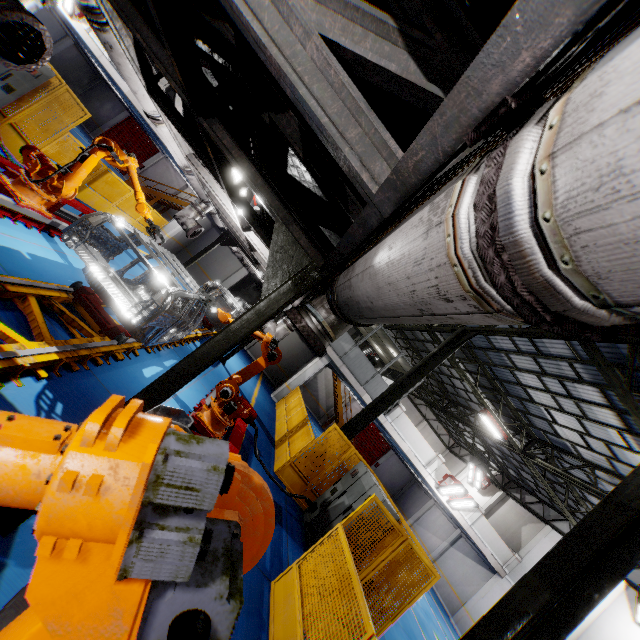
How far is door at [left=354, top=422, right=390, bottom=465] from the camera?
30.09m

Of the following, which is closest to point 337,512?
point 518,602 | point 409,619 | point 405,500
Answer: point 518,602

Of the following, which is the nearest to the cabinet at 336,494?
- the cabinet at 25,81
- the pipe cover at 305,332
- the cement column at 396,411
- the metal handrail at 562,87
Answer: the metal handrail at 562,87

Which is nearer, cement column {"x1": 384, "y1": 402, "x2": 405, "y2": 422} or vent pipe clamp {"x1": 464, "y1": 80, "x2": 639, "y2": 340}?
vent pipe clamp {"x1": 464, "y1": 80, "x2": 639, "y2": 340}

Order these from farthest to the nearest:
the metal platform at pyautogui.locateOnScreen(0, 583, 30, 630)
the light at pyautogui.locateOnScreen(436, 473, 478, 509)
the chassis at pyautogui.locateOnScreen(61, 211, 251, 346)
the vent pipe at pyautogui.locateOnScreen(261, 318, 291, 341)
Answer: the light at pyautogui.locateOnScreen(436, 473, 478, 509), the vent pipe at pyautogui.locateOnScreen(261, 318, 291, 341), the chassis at pyautogui.locateOnScreen(61, 211, 251, 346), the metal platform at pyautogui.locateOnScreen(0, 583, 30, 630)

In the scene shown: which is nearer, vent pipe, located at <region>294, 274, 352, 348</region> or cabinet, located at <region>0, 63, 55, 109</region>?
vent pipe, located at <region>294, 274, 352, 348</region>

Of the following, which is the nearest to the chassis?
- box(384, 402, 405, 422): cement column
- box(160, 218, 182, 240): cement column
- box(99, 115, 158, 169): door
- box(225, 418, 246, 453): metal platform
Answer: box(225, 418, 246, 453): metal platform

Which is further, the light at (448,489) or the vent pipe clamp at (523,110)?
the light at (448,489)
